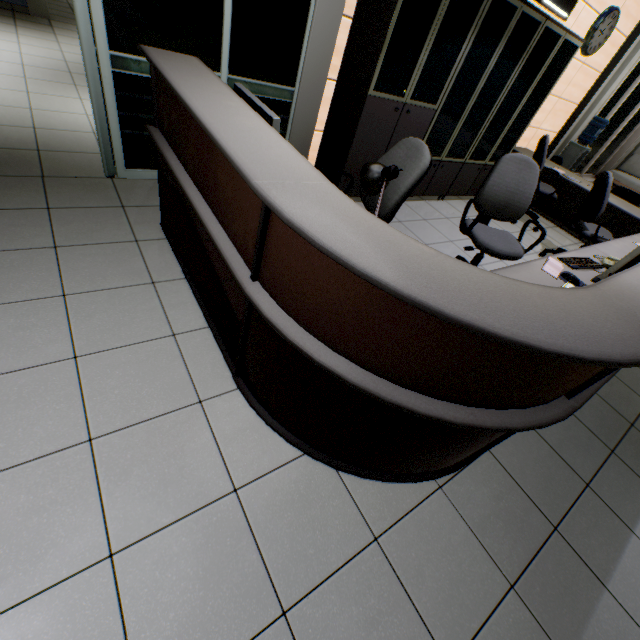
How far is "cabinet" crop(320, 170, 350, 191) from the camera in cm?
369

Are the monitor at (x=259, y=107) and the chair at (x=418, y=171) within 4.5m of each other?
yes

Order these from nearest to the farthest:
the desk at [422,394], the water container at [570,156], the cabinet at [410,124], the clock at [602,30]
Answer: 1. the desk at [422,394]
2. the cabinet at [410,124]
3. the clock at [602,30]
4. the water container at [570,156]

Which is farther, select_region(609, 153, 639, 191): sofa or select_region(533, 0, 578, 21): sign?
select_region(609, 153, 639, 191): sofa

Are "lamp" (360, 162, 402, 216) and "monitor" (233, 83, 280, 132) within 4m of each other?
yes

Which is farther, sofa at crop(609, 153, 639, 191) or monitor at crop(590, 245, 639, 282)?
sofa at crop(609, 153, 639, 191)

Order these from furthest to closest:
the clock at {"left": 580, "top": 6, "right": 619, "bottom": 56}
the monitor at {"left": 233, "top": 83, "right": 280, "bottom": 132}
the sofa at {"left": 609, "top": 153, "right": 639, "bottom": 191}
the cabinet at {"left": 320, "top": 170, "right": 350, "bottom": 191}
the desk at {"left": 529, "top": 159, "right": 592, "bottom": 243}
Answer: the sofa at {"left": 609, "top": 153, "right": 639, "bottom": 191} < the desk at {"left": 529, "top": 159, "right": 592, "bottom": 243} < the clock at {"left": 580, "top": 6, "right": 619, "bottom": 56} < the cabinet at {"left": 320, "top": 170, "right": 350, "bottom": 191} < the monitor at {"left": 233, "top": 83, "right": 280, "bottom": 132}

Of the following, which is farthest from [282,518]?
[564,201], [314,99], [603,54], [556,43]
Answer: [603,54]
